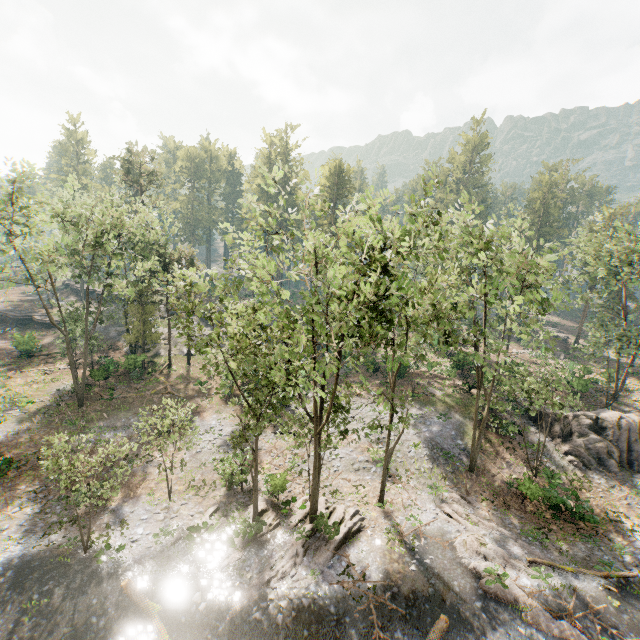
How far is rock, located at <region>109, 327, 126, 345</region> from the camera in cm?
4338

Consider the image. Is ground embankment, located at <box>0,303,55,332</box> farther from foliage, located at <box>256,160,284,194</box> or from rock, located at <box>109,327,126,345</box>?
rock, located at <box>109,327,126,345</box>

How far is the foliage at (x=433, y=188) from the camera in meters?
14.6 m

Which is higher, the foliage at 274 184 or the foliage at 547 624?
the foliage at 274 184

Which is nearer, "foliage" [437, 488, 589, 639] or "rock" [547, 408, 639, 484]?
"foliage" [437, 488, 589, 639]

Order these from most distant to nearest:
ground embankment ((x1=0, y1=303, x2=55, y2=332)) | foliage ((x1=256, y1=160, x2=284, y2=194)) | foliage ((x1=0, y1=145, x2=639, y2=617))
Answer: ground embankment ((x1=0, y1=303, x2=55, y2=332)) < foliage ((x1=0, y1=145, x2=639, y2=617)) < foliage ((x1=256, y1=160, x2=284, y2=194))

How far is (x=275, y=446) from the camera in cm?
2681
